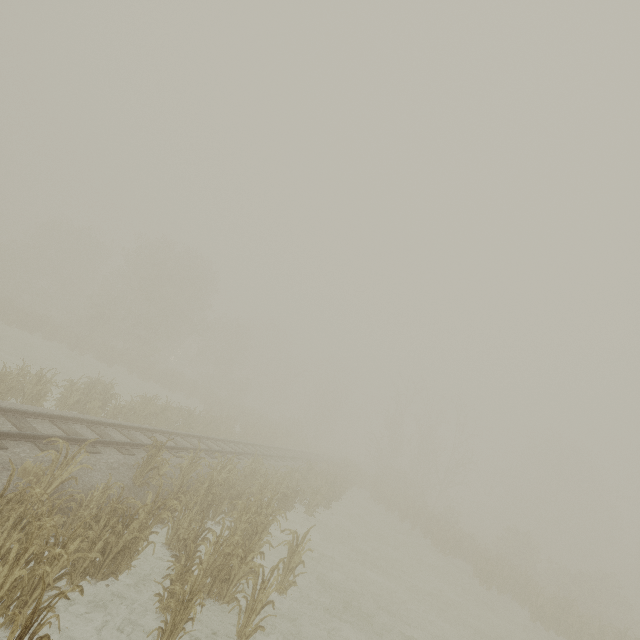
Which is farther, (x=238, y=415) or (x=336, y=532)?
(x=238, y=415)
